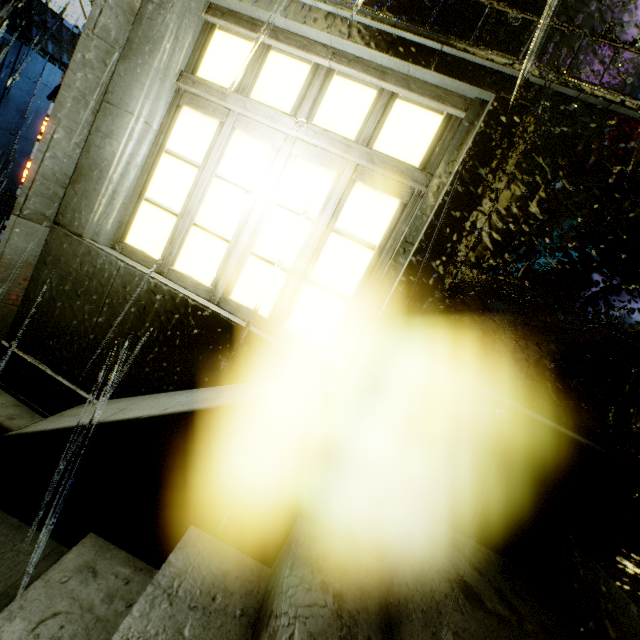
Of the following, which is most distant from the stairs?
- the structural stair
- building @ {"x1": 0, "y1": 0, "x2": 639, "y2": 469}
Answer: building @ {"x1": 0, "y1": 0, "x2": 639, "y2": 469}

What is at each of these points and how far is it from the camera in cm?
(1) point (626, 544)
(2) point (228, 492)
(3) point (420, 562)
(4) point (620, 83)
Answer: (1) building, 191
(2) structural stair, 186
(3) stairs, 147
(4) building, 185

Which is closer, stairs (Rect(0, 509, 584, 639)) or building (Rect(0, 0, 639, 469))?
stairs (Rect(0, 509, 584, 639))

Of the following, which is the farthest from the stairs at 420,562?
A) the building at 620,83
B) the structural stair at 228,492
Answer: the building at 620,83

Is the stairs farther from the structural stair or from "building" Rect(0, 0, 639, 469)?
"building" Rect(0, 0, 639, 469)
